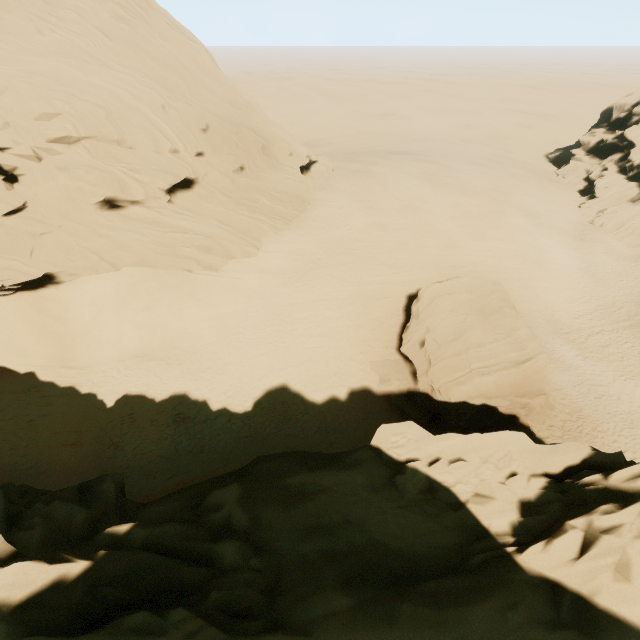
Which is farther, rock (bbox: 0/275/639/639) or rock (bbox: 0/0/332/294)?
rock (bbox: 0/0/332/294)

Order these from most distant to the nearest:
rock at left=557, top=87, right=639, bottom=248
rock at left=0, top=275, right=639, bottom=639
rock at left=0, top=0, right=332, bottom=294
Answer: rock at left=557, top=87, right=639, bottom=248 → rock at left=0, top=0, right=332, bottom=294 → rock at left=0, top=275, right=639, bottom=639

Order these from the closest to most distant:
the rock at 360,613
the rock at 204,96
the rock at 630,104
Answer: the rock at 360,613 → the rock at 204,96 → the rock at 630,104

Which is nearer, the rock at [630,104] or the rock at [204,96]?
the rock at [204,96]

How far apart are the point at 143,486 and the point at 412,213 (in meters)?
32.36
